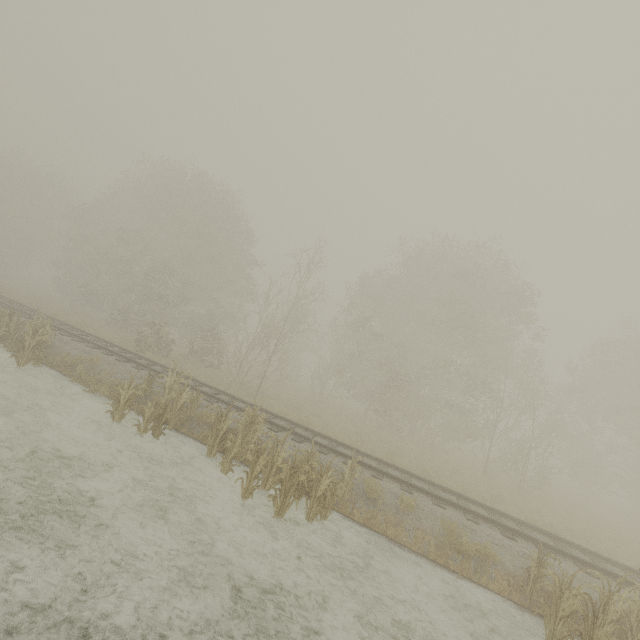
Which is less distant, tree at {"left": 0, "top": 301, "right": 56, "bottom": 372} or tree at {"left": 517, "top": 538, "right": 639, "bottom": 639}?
tree at {"left": 517, "top": 538, "right": 639, "bottom": 639}

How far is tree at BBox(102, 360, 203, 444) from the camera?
9.3 meters

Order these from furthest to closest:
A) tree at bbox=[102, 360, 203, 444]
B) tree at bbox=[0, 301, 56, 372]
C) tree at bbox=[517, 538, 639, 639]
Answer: tree at bbox=[0, 301, 56, 372] → tree at bbox=[102, 360, 203, 444] → tree at bbox=[517, 538, 639, 639]

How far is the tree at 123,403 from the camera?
9.31m

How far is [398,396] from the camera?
22.1m

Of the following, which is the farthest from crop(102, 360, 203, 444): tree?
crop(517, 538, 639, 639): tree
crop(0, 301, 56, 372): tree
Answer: crop(0, 301, 56, 372): tree

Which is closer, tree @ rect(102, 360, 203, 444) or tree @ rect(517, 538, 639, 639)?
tree @ rect(517, 538, 639, 639)

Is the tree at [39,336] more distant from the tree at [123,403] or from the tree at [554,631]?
the tree at [554,631]
